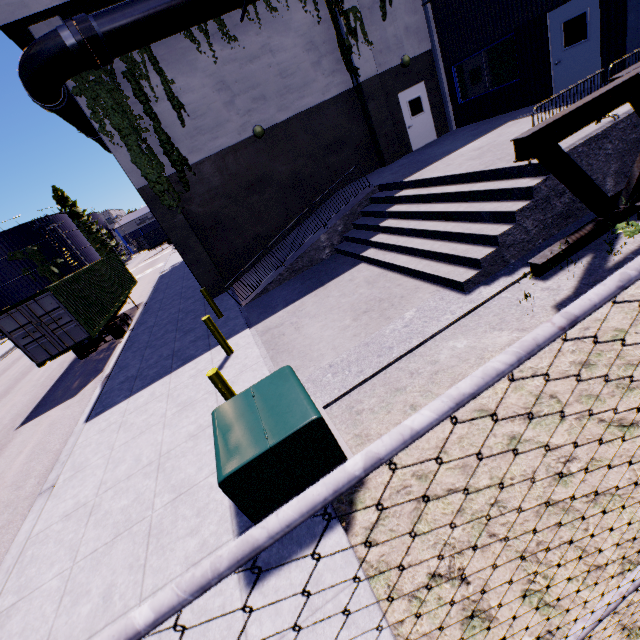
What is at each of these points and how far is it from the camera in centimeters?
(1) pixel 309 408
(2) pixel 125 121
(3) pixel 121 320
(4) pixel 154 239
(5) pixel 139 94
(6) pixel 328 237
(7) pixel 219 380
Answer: (1) electrical box, 374cm
(2) tree, 1102cm
(3) semi trailer, 1645cm
(4) cargo container, 5806cm
(5) tree, 1130cm
(6) building, 1184cm
(7) post, 532cm

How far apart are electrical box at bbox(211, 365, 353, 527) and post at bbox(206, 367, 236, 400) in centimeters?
62cm

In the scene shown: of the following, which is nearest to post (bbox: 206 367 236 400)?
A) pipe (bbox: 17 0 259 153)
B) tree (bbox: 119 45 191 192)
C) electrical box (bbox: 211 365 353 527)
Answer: electrical box (bbox: 211 365 353 527)

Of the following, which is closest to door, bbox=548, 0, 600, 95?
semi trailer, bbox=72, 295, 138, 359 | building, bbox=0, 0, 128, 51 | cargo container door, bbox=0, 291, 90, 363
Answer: building, bbox=0, 0, 128, 51

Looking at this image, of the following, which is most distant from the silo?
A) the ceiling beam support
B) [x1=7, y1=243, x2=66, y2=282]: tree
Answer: the ceiling beam support

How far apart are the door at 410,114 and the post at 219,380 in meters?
14.2

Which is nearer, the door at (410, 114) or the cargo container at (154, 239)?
the door at (410, 114)

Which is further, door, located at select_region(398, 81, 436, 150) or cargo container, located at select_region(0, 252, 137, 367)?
door, located at select_region(398, 81, 436, 150)
